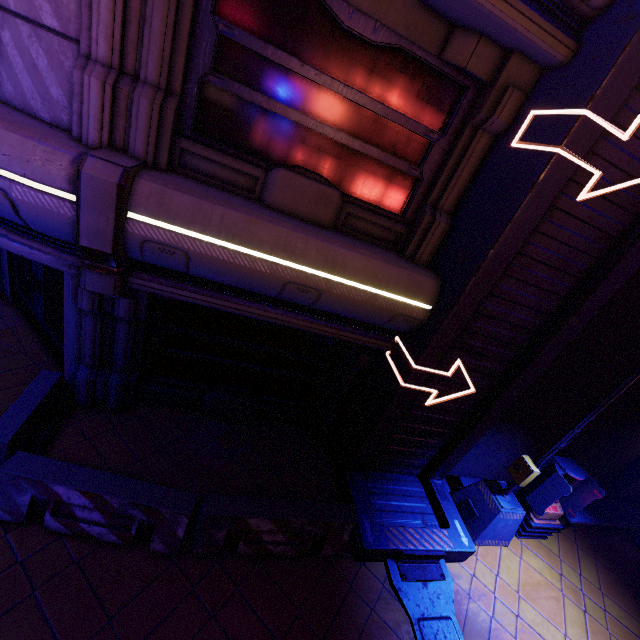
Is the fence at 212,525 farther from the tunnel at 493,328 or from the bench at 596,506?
the bench at 596,506

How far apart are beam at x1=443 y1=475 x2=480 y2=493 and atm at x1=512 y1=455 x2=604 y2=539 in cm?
23

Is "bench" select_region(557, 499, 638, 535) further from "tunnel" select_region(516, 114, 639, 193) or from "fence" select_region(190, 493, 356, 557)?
"fence" select_region(190, 493, 356, 557)

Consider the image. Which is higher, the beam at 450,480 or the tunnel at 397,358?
the tunnel at 397,358

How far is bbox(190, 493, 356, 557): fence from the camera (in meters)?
4.73

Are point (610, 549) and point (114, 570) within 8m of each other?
no

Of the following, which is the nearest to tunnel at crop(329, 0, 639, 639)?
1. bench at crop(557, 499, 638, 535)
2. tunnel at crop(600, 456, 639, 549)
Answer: bench at crop(557, 499, 638, 535)

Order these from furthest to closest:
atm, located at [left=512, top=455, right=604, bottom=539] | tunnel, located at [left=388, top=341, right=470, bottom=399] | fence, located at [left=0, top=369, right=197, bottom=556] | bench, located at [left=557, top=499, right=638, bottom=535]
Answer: bench, located at [left=557, top=499, right=638, bottom=535] < atm, located at [left=512, top=455, right=604, bottom=539] < tunnel, located at [left=388, top=341, right=470, bottom=399] < fence, located at [left=0, top=369, right=197, bottom=556]
